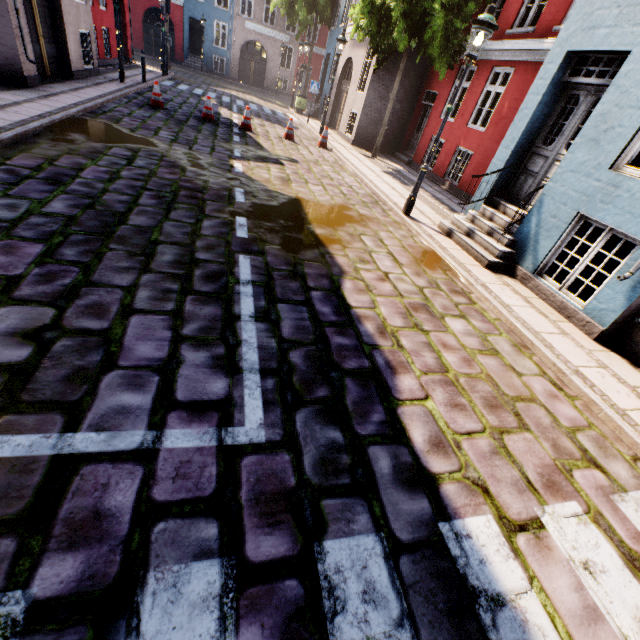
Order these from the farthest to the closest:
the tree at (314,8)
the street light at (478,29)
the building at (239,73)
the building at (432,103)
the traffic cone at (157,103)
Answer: the building at (239,73), the tree at (314,8), the building at (432,103), the traffic cone at (157,103), the street light at (478,29)

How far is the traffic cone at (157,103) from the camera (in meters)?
10.71

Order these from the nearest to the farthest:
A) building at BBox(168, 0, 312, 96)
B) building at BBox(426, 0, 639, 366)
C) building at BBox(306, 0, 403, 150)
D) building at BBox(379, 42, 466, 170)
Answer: building at BBox(426, 0, 639, 366), building at BBox(379, 42, 466, 170), building at BBox(306, 0, 403, 150), building at BBox(168, 0, 312, 96)

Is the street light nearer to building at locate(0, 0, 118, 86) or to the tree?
building at locate(0, 0, 118, 86)

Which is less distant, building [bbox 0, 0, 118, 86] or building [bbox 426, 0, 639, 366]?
building [bbox 426, 0, 639, 366]

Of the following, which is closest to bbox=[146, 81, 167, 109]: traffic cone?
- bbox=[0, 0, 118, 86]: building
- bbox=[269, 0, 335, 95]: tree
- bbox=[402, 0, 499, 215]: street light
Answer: bbox=[0, 0, 118, 86]: building

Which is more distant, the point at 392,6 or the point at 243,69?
the point at 243,69
